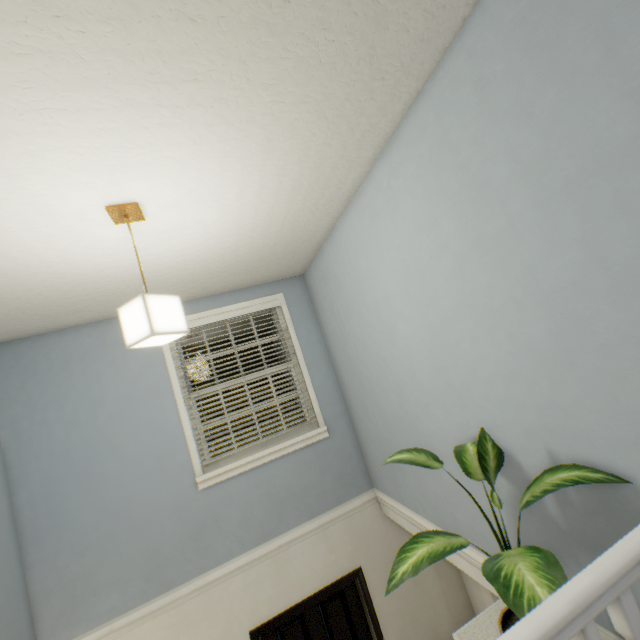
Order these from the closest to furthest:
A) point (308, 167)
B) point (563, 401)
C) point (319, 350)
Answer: point (563, 401) → point (308, 167) → point (319, 350)

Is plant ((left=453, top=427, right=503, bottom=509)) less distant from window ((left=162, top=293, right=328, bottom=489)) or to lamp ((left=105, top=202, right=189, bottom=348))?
lamp ((left=105, top=202, right=189, bottom=348))

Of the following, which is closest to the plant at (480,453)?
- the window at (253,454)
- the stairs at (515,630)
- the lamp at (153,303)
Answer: the stairs at (515,630)

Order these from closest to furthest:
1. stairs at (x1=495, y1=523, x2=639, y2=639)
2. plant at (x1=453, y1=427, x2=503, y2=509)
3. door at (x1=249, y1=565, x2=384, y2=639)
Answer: stairs at (x1=495, y1=523, x2=639, y2=639) < plant at (x1=453, y1=427, x2=503, y2=509) < door at (x1=249, y1=565, x2=384, y2=639)

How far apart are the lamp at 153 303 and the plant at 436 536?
1.2m

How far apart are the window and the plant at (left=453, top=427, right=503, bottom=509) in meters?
1.7 m

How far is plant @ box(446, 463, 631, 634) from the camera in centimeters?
89cm

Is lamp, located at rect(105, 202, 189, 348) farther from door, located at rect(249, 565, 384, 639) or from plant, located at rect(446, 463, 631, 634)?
door, located at rect(249, 565, 384, 639)
